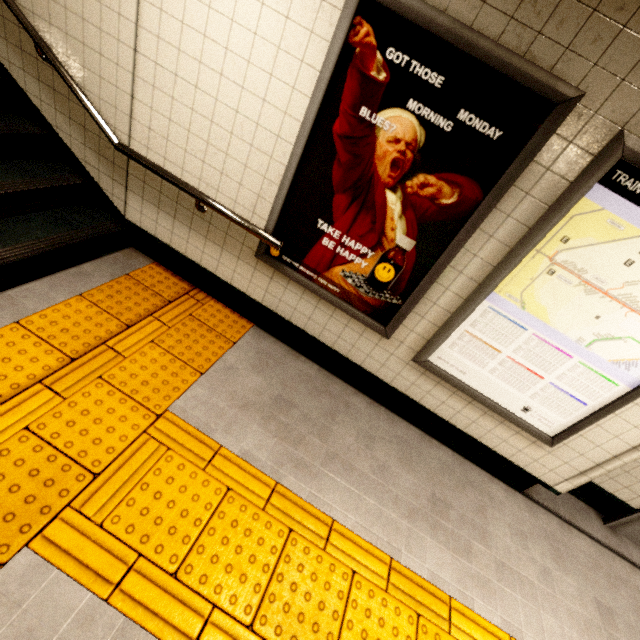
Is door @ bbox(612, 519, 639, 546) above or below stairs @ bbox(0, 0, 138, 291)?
below

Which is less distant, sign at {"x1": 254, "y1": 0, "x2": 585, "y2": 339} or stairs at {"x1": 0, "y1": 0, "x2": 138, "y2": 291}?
sign at {"x1": 254, "y1": 0, "x2": 585, "y2": 339}

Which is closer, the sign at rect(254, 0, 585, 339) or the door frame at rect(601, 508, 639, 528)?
the sign at rect(254, 0, 585, 339)

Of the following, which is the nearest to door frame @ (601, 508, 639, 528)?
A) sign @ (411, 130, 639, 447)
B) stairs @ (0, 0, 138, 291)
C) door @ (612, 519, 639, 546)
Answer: door @ (612, 519, 639, 546)

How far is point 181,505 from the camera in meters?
1.8 m

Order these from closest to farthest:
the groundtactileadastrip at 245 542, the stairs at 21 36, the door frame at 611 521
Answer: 1. the groundtactileadastrip at 245 542
2. the stairs at 21 36
3. the door frame at 611 521

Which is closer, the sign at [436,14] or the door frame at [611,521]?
the sign at [436,14]

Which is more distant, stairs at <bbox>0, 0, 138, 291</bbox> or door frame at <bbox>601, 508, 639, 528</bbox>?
door frame at <bbox>601, 508, 639, 528</bbox>
